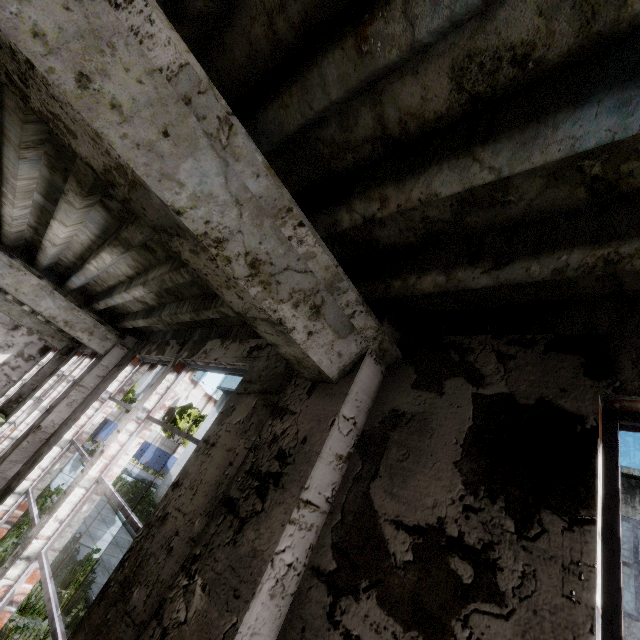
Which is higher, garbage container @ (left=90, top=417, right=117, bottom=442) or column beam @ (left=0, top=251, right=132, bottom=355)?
column beam @ (left=0, top=251, right=132, bottom=355)

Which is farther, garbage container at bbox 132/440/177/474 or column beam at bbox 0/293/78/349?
garbage container at bbox 132/440/177/474

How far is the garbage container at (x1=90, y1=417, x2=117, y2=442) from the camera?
32.4m

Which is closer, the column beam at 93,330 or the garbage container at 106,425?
the column beam at 93,330

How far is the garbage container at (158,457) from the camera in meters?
35.5

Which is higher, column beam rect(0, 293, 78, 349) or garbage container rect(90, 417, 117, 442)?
column beam rect(0, 293, 78, 349)

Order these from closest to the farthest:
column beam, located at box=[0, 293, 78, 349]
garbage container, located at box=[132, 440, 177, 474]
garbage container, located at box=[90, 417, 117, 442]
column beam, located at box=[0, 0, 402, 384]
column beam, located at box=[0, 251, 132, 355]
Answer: column beam, located at box=[0, 0, 402, 384] < column beam, located at box=[0, 251, 132, 355] < column beam, located at box=[0, 293, 78, 349] < garbage container, located at box=[90, 417, 117, 442] < garbage container, located at box=[132, 440, 177, 474]

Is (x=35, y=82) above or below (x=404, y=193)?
below
